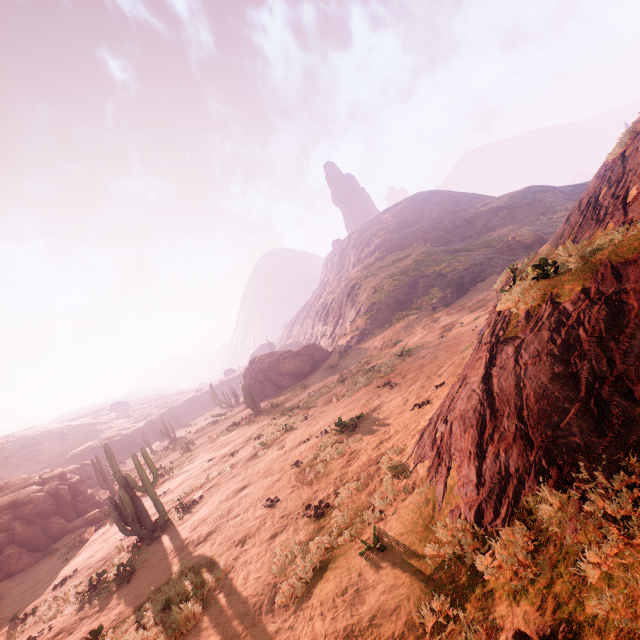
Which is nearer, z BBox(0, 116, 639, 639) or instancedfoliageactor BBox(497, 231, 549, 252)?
z BBox(0, 116, 639, 639)

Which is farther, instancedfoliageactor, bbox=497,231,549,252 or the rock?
instancedfoliageactor, bbox=497,231,549,252

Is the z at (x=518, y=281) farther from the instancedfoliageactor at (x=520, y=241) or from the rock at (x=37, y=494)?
the rock at (x=37, y=494)

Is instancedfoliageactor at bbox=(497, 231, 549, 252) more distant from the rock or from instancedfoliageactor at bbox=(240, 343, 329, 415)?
the rock

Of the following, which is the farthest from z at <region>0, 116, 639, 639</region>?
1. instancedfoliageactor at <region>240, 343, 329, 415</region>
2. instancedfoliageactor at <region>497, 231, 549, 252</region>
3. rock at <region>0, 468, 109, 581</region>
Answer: rock at <region>0, 468, 109, 581</region>

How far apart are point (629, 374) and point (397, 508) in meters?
4.5

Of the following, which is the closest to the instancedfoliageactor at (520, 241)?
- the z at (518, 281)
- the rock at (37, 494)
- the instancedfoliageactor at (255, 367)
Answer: the z at (518, 281)
